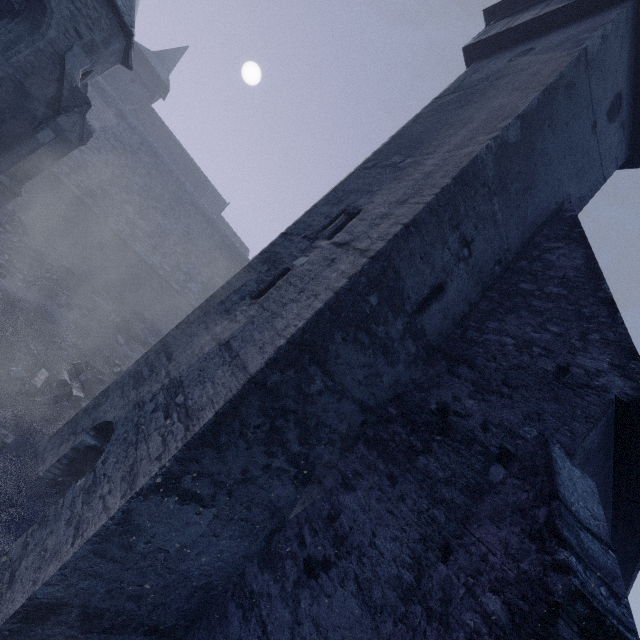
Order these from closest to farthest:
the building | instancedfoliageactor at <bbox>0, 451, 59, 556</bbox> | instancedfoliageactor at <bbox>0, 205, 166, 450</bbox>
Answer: the building < instancedfoliageactor at <bbox>0, 451, 59, 556</bbox> < instancedfoliageactor at <bbox>0, 205, 166, 450</bbox>

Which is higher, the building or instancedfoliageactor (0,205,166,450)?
the building

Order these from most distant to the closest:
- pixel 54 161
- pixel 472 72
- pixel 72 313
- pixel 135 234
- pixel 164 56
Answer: pixel 164 56, pixel 135 234, pixel 72 313, pixel 54 161, pixel 472 72

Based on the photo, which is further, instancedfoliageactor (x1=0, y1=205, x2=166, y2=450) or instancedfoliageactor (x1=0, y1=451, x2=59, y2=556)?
Answer: instancedfoliageactor (x1=0, y1=205, x2=166, y2=450)

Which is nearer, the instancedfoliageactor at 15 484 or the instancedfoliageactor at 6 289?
the instancedfoliageactor at 15 484

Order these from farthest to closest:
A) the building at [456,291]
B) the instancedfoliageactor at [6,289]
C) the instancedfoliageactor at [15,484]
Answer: the instancedfoliageactor at [6,289] → the instancedfoliageactor at [15,484] → the building at [456,291]

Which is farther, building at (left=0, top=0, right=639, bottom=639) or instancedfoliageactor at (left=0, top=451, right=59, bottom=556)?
instancedfoliageactor at (left=0, top=451, right=59, bottom=556)
